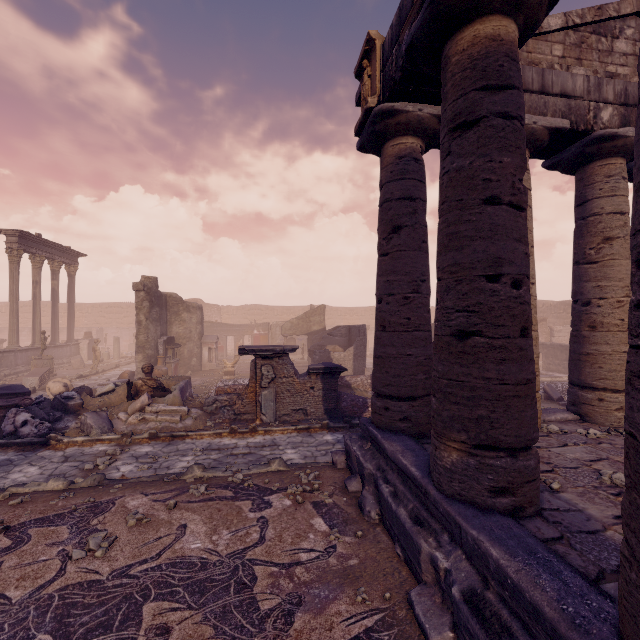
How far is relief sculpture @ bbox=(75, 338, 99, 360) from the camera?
23.47m

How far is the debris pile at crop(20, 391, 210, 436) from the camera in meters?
A: 8.4 m

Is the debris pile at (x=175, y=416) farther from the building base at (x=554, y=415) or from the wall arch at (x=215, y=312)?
the wall arch at (x=215, y=312)

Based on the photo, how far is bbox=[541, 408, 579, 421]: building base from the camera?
6.3 meters

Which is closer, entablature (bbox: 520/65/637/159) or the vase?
entablature (bbox: 520/65/637/159)

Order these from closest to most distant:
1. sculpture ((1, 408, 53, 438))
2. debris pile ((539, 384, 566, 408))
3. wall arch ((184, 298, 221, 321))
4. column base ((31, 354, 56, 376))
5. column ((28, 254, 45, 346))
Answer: sculpture ((1, 408, 53, 438)) < debris pile ((539, 384, 566, 408)) < column base ((31, 354, 56, 376)) < column ((28, 254, 45, 346)) < wall arch ((184, 298, 221, 321))

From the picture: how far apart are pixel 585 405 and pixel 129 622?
7.77m

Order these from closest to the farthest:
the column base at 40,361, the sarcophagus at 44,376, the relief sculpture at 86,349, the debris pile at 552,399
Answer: the debris pile at 552,399, the sarcophagus at 44,376, the column base at 40,361, the relief sculpture at 86,349
